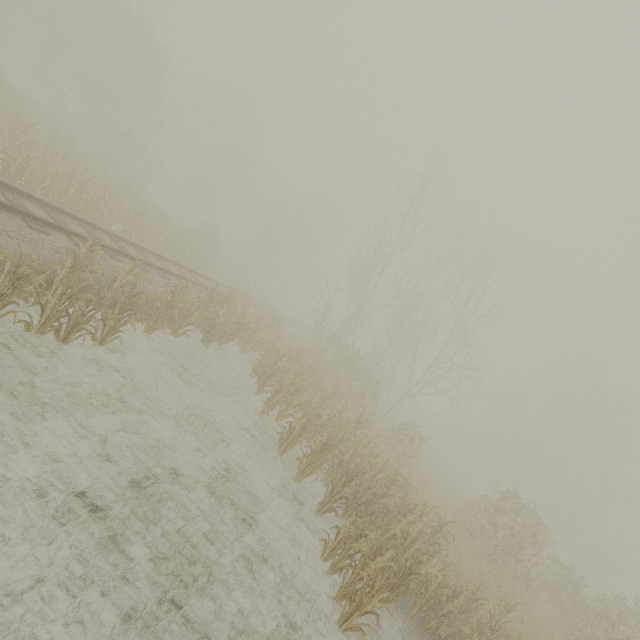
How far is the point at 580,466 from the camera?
34.34m
